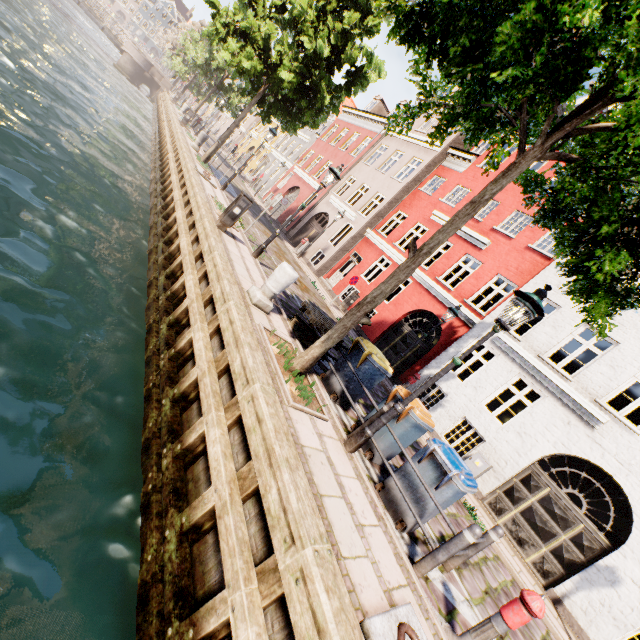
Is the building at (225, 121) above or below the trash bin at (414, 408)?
above

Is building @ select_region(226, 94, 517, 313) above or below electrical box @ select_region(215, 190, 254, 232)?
above

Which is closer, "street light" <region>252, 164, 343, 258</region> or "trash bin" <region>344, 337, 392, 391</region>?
"trash bin" <region>344, 337, 392, 391</region>

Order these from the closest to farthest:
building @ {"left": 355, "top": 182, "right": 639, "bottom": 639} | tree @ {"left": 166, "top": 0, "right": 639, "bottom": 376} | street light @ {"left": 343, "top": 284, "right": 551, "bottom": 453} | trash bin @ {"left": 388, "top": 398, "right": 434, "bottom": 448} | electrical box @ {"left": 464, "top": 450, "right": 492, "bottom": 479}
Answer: tree @ {"left": 166, "top": 0, "right": 639, "bottom": 376} → street light @ {"left": 343, "top": 284, "right": 551, "bottom": 453} → trash bin @ {"left": 388, "top": 398, "right": 434, "bottom": 448} → building @ {"left": 355, "top": 182, "right": 639, "bottom": 639} → electrical box @ {"left": 464, "top": 450, "right": 492, "bottom": 479}

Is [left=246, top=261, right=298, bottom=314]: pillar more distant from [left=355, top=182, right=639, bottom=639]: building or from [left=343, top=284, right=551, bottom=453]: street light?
[left=355, top=182, right=639, bottom=639]: building

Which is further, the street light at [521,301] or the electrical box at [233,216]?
the electrical box at [233,216]

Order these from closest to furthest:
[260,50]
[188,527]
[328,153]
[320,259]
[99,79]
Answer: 1. [188,527]
2. [260,50]
3. [99,79]
4. [328,153]
5. [320,259]

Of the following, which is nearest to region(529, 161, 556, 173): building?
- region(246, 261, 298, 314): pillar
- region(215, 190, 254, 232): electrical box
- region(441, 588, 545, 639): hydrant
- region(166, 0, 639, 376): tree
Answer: region(166, 0, 639, 376): tree
